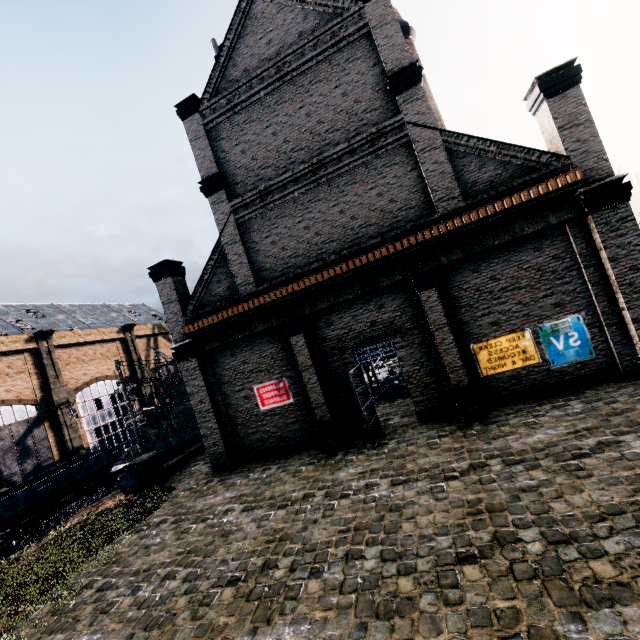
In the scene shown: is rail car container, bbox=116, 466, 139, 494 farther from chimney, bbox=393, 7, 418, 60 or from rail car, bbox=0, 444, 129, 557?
chimney, bbox=393, 7, 418, 60

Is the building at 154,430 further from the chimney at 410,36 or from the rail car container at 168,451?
the rail car container at 168,451

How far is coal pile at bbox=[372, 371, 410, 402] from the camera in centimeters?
1907cm

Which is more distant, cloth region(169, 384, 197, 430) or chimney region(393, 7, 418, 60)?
cloth region(169, 384, 197, 430)

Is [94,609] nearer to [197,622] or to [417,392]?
[197,622]

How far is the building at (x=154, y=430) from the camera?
48.2 meters

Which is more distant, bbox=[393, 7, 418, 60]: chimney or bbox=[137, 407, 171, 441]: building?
bbox=[137, 407, 171, 441]: building

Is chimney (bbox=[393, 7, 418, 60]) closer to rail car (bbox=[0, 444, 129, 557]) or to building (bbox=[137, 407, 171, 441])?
building (bbox=[137, 407, 171, 441])
